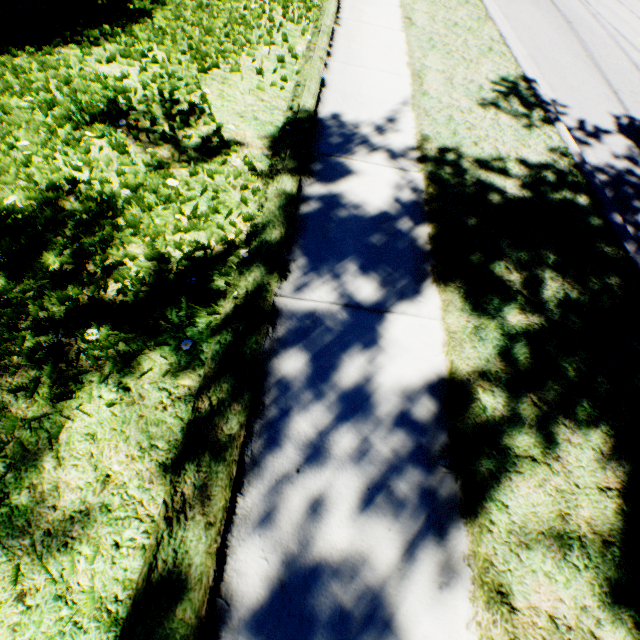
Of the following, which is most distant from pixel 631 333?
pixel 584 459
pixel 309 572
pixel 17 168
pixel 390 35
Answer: pixel 390 35
